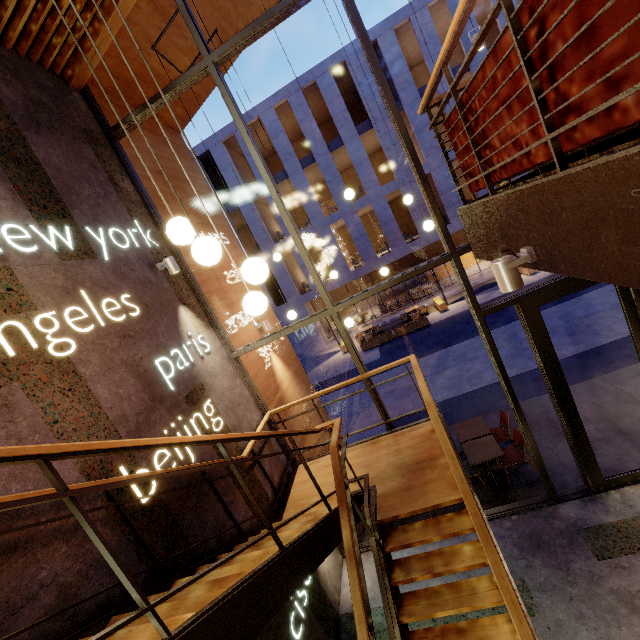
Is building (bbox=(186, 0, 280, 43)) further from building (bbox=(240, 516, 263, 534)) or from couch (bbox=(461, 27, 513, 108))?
couch (bbox=(461, 27, 513, 108))

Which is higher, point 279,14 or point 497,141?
point 279,14

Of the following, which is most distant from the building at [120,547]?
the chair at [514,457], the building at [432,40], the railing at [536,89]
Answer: the building at [432,40]

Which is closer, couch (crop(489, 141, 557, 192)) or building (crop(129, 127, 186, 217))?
couch (crop(489, 141, 557, 192))

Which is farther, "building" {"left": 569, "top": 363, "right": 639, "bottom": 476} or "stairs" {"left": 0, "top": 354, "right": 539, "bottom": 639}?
"building" {"left": 569, "top": 363, "right": 639, "bottom": 476}

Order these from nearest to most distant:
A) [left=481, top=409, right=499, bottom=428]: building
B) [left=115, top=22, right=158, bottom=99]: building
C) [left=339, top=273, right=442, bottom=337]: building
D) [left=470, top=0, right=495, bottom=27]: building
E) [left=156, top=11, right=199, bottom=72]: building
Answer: [left=115, top=22, right=158, bottom=99]: building
[left=156, top=11, right=199, bottom=72]: building
[left=481, top=409, right=499, bottom=428]: building
[left=470, top=0, right=495, bottom=27]: building
[left=339, top=273, right=442, bottom=337]: building

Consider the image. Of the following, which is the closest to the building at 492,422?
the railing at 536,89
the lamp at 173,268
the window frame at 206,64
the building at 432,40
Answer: the window frame at 206,64

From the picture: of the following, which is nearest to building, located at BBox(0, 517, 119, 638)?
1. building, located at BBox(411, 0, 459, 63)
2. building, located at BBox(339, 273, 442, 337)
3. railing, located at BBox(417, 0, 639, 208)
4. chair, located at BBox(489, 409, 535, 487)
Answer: railing, located at BBox(417, 0, 639, 208)
